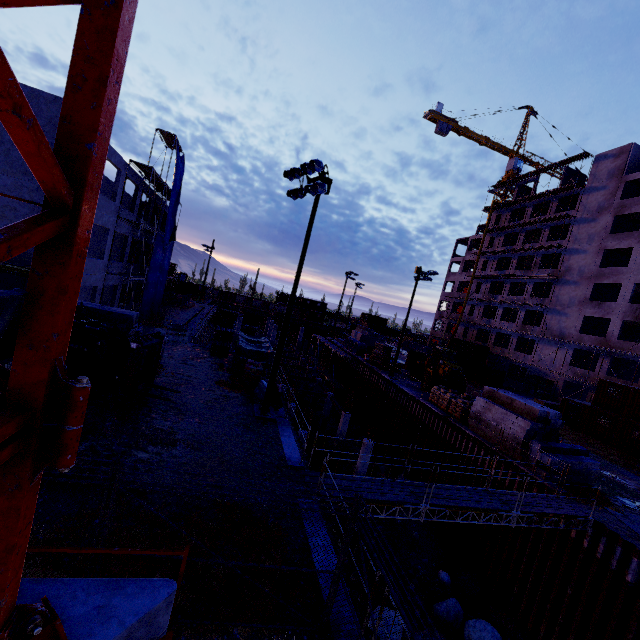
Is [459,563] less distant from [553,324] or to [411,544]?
[411,544]

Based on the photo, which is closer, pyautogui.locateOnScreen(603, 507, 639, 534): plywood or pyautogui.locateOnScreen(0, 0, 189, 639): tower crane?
pyautogui.locateOnScreen(0, 0, 189, 639): tower crane

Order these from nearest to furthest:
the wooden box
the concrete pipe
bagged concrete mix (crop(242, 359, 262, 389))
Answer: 1. bagged concrete mix (crop(242, 359, 262, 389))
2. the wooden box
3. the concrete pipe

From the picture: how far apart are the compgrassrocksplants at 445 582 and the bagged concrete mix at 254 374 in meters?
13.7

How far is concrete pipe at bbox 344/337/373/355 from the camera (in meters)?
40.93

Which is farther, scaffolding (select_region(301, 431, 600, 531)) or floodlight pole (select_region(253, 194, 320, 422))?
floodlight pole (select_region(253, 194, 320, 422))

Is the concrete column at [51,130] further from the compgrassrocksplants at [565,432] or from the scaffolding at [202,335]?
the compgrassrocksplants at [565,432]

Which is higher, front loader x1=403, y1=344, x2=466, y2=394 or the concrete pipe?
front loader x1=403, y1=344, x2=466, y2=394
